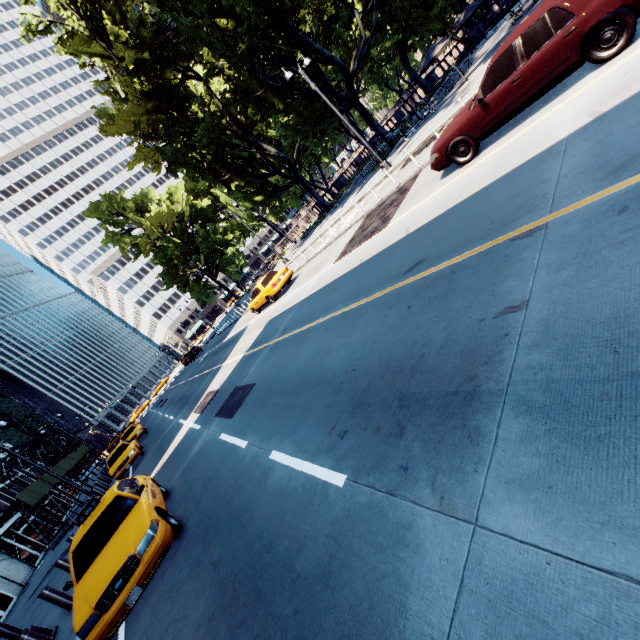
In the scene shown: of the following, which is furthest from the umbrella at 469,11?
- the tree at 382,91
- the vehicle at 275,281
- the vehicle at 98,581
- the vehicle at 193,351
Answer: the vehicle at 193,351

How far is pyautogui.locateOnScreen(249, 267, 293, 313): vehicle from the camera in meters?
18.4 m

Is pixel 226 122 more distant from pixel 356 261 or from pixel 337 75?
pixel 356 261

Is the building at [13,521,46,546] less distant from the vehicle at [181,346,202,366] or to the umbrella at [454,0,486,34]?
the vehicle at [181,346,202,366]

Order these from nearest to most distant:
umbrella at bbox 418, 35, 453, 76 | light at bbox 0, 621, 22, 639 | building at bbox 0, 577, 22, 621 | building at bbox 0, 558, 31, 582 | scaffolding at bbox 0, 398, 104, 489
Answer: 1. light at bbox 0, 621, 22, 639
2. building at bbox 0, 577, 22, 621
3. building at bbox 0, 558, 31, 582
4. umbrella at bbox 418, 35, 453, 76
5. scaffolding at bbox 0, 398, 104, 489

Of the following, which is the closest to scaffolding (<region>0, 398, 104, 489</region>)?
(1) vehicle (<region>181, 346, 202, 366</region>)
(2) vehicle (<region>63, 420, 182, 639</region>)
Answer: (1) vehicle (<region>181, 346, 202, 366</region>)

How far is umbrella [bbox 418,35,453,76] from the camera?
21.1m

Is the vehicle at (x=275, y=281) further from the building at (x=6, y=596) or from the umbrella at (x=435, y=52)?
the building at (x=6, y=596)
